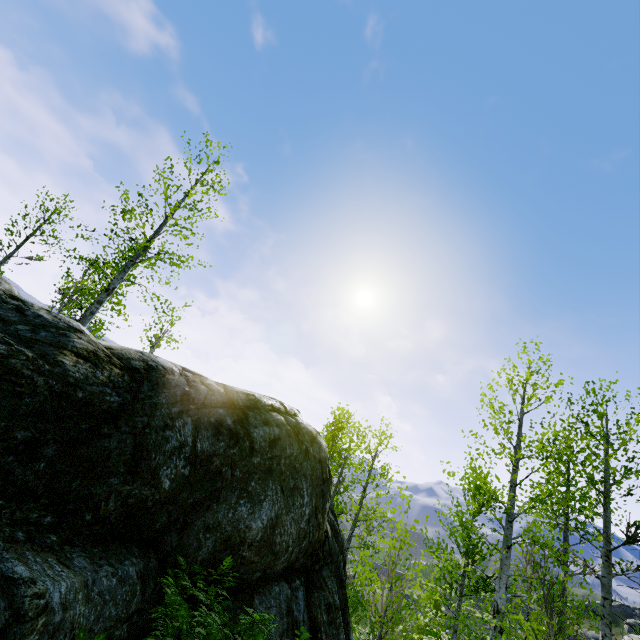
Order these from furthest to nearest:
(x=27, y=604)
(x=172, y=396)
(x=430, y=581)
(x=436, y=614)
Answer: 1. (x=436, y=614)
2. (x=430, y=581)
3. (x=172, y=396)
4. (x=27, y=604)

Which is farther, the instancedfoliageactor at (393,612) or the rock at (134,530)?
the instancedfoliageactor at (393,612)

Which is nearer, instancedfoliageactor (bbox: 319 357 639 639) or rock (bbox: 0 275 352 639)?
rock (bbox: 0 275 352 639)
